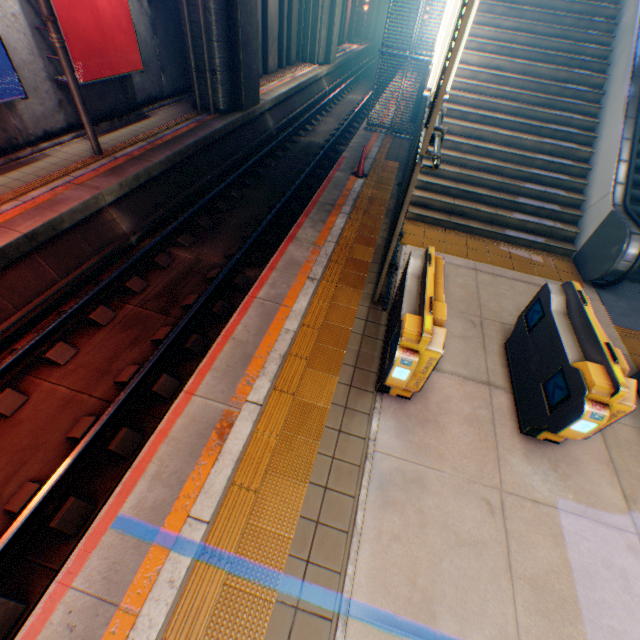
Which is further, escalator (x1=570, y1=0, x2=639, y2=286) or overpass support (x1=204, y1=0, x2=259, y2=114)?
overpass support (x1=204, y1=0, x2=259, y2=114)

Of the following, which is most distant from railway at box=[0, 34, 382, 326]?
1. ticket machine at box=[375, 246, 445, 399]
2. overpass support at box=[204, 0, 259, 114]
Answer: ticket machine at box=[375, 246, 445, 399]

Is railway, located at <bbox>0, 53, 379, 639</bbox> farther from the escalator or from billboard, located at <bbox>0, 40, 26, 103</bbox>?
the escalator

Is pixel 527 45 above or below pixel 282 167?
above

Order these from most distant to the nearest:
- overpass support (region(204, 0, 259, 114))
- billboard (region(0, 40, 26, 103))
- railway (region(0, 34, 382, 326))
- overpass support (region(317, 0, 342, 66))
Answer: overpass support (region(317, 0, 342, 66)) → overpass support (region(204, 0, 259, 114)) → billboard (region(0, 40, 26, 103)) → railway (region(0, 34, 382, 326))

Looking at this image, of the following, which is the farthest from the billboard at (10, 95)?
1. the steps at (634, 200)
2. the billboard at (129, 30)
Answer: the steps at (634, 200)

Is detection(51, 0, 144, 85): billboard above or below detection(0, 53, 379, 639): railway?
above

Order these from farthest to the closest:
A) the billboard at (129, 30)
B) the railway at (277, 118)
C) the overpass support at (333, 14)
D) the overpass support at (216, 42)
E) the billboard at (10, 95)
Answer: the overpass support at (333, 14) < the overpass support at (216, 42) < the billboard at (129, 30) < the billboard at (10, 95) < the railway at (277, 118)
